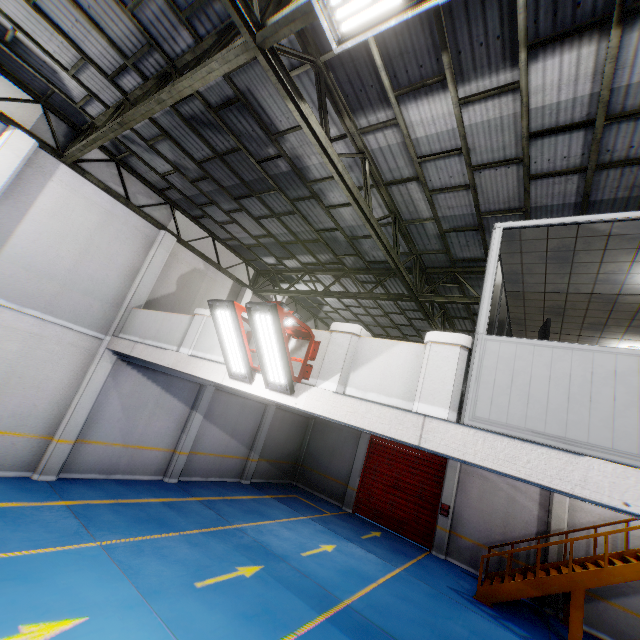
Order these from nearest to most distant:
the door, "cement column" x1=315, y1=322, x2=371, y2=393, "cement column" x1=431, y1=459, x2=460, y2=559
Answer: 1. "cement column" x1=315, y1=322, x2=371, y2=393
2. "cement column" x1=431, y1=459, x2=460, y2=559
3. the door

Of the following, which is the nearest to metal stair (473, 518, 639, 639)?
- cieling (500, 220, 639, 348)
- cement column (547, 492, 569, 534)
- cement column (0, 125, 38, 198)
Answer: cement column (547, 492, 569, 534)

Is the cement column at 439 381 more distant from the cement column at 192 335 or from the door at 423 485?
the door at 423 485

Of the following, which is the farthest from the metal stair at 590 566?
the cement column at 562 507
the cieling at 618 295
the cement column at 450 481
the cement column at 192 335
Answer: the cement column at 192 335

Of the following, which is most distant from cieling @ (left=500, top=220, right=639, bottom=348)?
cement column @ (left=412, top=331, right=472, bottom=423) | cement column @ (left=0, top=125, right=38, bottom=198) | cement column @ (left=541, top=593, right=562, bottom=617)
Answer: cement column @ (left=541, top=593, right=562, bottom=617)

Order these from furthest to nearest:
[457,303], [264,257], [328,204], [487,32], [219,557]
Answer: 1. [264,257]
2. [457,303]
3. [328,204]
4. [219,557]
5. [487,32]

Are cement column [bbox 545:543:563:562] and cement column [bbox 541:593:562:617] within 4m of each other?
yes

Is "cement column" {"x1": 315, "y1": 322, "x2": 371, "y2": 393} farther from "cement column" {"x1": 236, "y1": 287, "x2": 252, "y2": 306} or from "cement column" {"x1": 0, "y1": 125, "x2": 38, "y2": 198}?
"cement column" {"x1": 0, "y1": 125, "x2": 38, "y2": 198}
